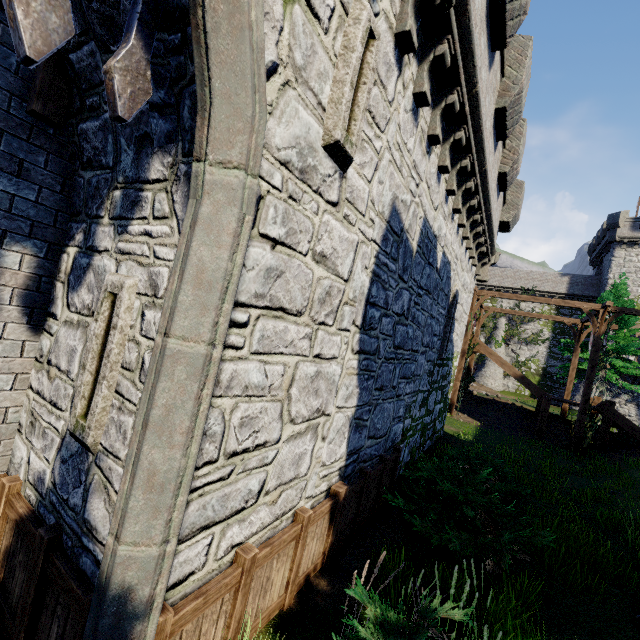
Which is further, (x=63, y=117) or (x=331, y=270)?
(x=331, y=270)

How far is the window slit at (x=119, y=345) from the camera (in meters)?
2.71

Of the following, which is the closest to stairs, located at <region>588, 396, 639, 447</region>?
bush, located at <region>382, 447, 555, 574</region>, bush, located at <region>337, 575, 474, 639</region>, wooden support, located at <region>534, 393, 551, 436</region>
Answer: wooden support, located at <region>534, 393, 551, 436</region>

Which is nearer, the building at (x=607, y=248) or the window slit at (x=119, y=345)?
the window slit at (x=119, y=345)

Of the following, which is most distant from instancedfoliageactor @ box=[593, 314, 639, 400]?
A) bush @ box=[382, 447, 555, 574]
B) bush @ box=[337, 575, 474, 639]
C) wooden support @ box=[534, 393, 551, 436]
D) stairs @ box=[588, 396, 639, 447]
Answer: bush @ box=[337, 575, 474, 639]

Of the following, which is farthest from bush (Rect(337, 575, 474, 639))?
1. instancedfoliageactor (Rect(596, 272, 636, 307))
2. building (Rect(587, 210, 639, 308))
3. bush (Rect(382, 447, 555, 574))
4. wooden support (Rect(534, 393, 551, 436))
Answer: building (Rect(587, 210, 639, 308))

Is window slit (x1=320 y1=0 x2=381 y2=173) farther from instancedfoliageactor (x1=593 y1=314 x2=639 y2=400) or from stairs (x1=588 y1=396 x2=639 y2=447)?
instancedfoliageactor (x1=593 y1=314 x2=639 y2=400)

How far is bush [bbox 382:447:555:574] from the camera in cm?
498
